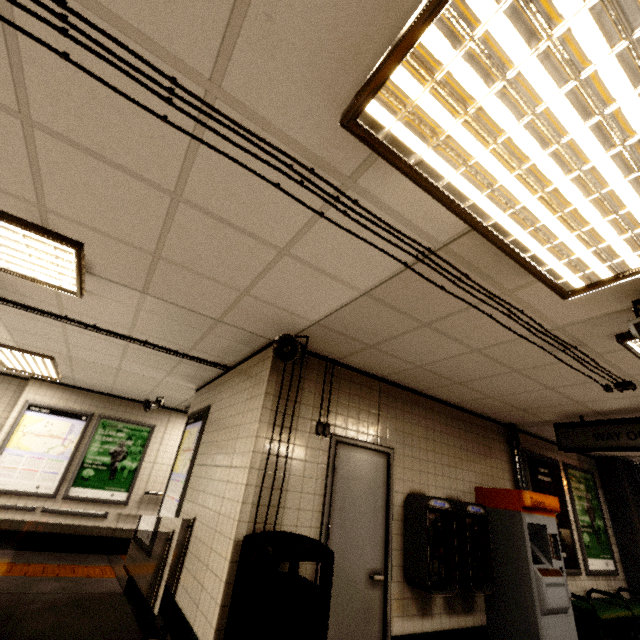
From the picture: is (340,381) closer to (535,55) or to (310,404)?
(310,404)

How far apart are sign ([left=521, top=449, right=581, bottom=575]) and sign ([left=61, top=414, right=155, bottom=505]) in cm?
815

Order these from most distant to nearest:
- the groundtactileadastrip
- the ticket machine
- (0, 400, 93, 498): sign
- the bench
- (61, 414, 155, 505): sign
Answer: (61, 414, 155, 505): sign, (0, 400, 93, 498): sign, the groundtactileadastrip, the bench, the ticket machine

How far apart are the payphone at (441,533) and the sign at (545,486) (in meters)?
2.41

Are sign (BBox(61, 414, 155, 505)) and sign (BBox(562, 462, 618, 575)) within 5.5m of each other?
no

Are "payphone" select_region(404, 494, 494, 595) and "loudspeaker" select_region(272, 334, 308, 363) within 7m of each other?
yes

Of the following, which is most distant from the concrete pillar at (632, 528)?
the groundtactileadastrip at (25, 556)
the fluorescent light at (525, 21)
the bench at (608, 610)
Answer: the fluorescent light at (525, 21)

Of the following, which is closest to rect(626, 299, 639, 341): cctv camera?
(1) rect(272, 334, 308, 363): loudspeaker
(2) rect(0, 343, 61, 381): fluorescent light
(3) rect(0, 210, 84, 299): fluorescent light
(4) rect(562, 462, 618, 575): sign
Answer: (1) rect(272, 334, 308, 363): loudspeaker
